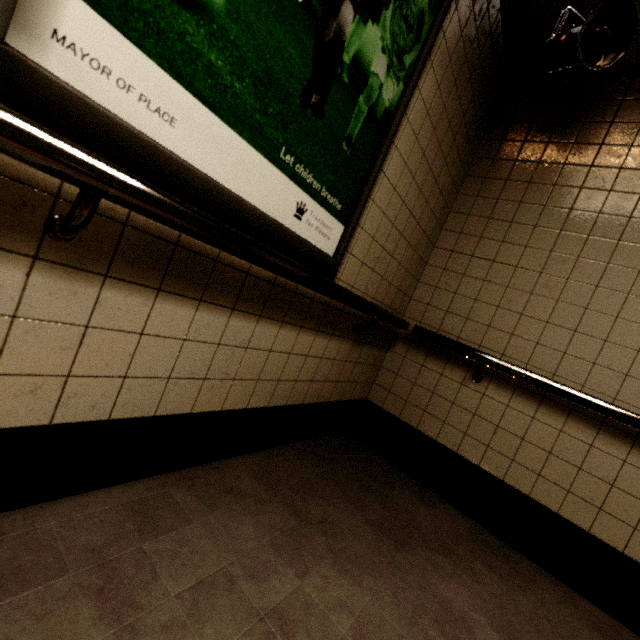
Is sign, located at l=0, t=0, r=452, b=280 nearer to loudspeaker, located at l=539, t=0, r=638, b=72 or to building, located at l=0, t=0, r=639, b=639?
building, located at l=0, t=0, r=639, b=639

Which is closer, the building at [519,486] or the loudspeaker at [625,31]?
the building at [519,486]

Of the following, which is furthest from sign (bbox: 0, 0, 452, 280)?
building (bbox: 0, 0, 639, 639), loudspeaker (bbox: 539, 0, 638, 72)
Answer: loudspeaker (bbox: 539, 0, 638, 72)

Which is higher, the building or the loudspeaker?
the loudspeaker

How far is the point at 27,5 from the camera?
0.6 meters

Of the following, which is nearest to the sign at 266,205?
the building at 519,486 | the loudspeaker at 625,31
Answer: the building at 519,486

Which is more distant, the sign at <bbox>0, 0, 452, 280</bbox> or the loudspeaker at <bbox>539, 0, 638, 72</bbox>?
the loudspeaker at <bbox>539, 0, 638, 72</bbox>

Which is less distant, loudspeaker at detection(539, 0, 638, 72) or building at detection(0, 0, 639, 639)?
building at detection(0, 0, 639, 639)
